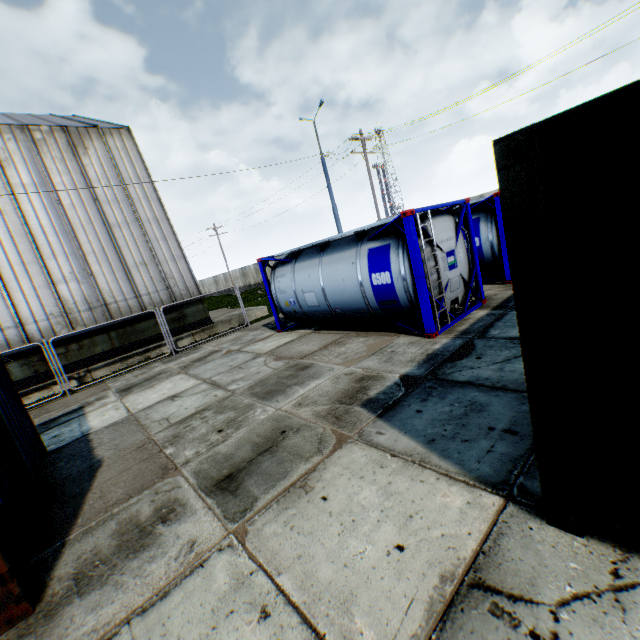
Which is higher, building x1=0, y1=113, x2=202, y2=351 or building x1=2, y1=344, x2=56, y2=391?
building x1=0, y1=113, x2=202, y2=351

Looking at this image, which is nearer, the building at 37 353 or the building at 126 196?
the building at 37 353

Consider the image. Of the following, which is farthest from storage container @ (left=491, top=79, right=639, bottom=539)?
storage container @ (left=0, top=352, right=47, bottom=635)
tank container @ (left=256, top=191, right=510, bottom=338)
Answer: storage container @ (left=0, top=352, right=47, bottom=635)

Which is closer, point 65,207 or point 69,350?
point 69,350

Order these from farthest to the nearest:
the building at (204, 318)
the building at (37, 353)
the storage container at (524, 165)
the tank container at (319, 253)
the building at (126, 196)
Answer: the building at (204, 318) < the building at (126, 196) < the building at (37, 353) < the tank container at (319, 253) < the storage container at (524, 165)

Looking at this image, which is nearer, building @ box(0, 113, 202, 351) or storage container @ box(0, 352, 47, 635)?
storage container @ box(0, 352, 47, 635)

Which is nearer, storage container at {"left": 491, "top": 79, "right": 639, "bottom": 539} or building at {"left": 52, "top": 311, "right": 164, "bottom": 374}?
storage container at {"left": 491, "top": 79, "right": 639, "bottom": 539}
